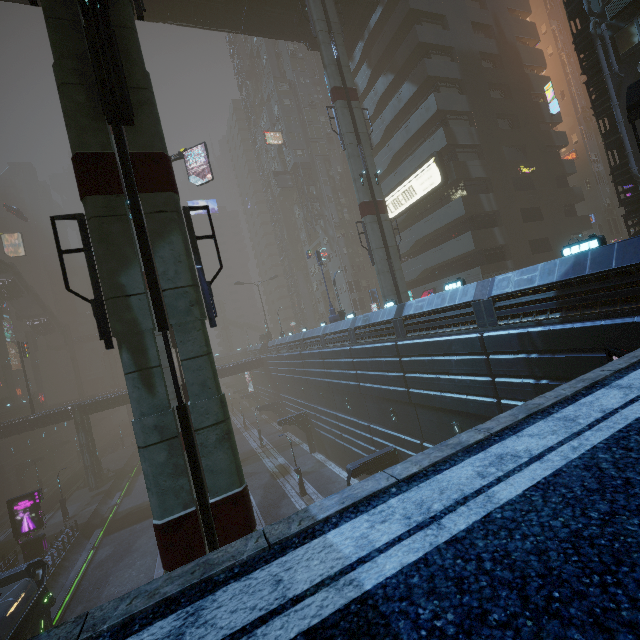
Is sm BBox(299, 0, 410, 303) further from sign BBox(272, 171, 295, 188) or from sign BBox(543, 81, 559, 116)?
sign BBox(272, 171, 295, 188)

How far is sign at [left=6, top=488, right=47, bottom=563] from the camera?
27.28m

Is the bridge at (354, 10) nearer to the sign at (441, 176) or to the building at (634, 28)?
the building at (634, 28)

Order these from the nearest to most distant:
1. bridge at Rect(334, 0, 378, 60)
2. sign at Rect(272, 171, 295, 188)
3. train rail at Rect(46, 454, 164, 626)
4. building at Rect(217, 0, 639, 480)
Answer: building at Rect(217, 0, 639, 480) → train rail at Rect(46, 454, 164, 626) → bridge at Rect(334, 0, 378, 60) → sign at Rect(272, 171, 295, 188)

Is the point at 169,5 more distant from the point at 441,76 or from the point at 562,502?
the point at 562,502

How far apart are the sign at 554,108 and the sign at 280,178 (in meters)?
35.70

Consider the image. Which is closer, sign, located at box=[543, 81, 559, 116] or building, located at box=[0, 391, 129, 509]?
sign, located at box=[543, 81, 559, 116]

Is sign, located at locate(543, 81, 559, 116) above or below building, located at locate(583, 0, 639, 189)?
above
